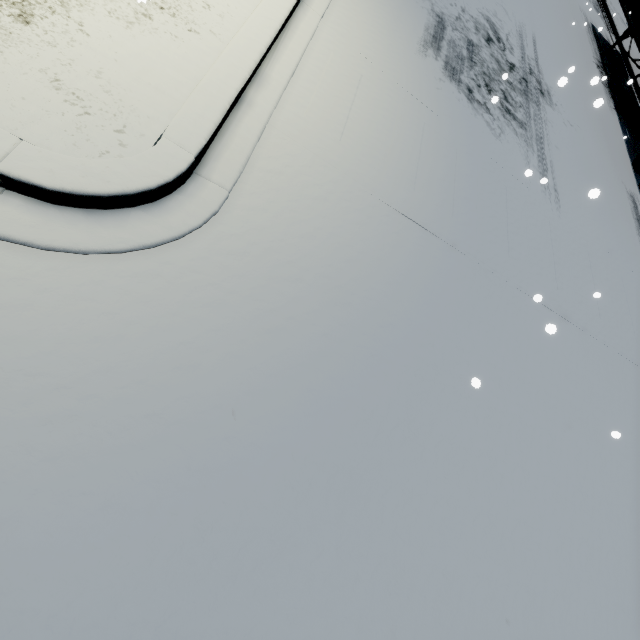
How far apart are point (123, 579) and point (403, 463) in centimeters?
256cm
